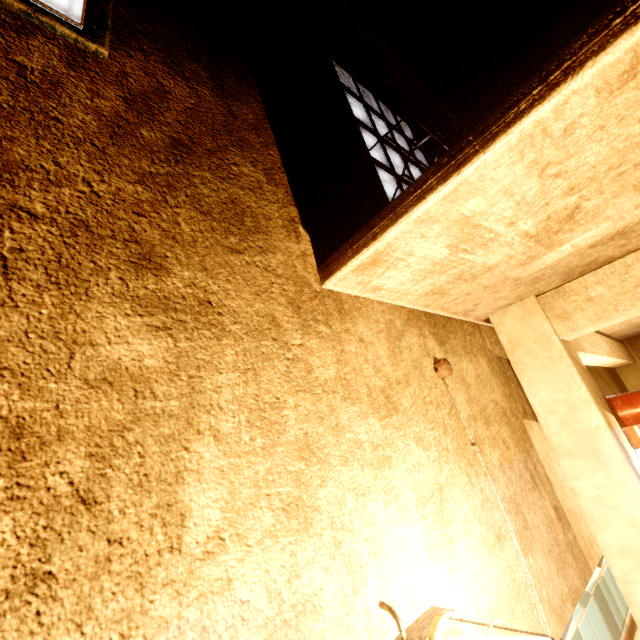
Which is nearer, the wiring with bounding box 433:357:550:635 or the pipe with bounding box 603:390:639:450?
the wiring with bounding box 433:357:550:635

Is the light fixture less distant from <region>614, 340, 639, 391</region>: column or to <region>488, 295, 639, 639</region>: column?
<region>488, 295, 639, 639</region>: column

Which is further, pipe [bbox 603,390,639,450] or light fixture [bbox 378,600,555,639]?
pipe [bbox 603,390,639,450]

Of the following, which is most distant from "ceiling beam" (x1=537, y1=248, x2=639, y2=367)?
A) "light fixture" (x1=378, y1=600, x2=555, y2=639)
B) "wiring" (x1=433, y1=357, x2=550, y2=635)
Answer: "light fixture" (x1=378, y1=600, x2=555, y2=639)

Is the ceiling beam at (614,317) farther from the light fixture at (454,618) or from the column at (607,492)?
the light fixture at (454,618)

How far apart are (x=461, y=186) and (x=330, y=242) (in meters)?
0.69

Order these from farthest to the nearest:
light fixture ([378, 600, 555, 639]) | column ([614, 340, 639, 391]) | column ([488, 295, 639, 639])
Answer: column ([614, 340, 639, 391]), column ([488, 295, 639, 639]), light fixture ([378, 600, 555, 639])

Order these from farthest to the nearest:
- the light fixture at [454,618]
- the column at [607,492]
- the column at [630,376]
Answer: the column at [630,376], the column at [607,492], the light fixture at [454,618]
